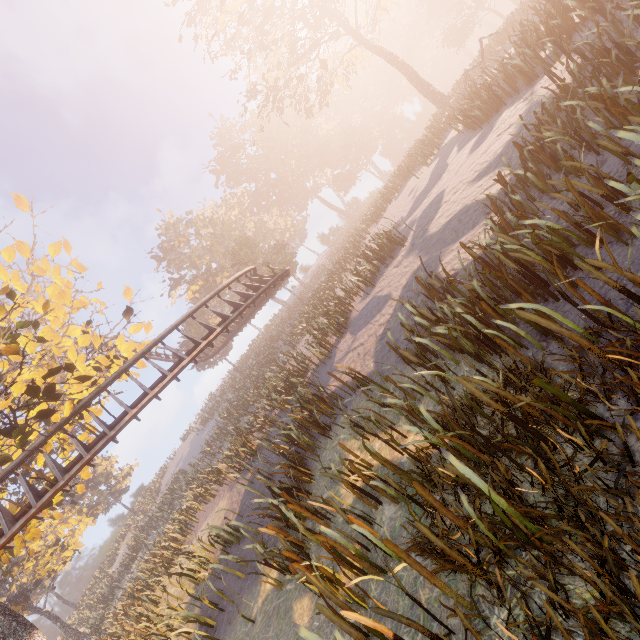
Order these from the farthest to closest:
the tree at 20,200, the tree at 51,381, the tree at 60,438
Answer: the tree at 60,438 → the tree at 20,200 → the tree at 51,381

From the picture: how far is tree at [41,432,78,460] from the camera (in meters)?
13.89

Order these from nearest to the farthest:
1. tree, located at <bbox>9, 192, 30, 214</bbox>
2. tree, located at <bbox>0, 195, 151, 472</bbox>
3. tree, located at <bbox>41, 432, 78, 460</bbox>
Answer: tree, located at <bbox>0, 195, 151, 472</bbox> < tree, located at <bbox>9, 192, 30, 214</bbox> < tree, located at <bbox>41, 432, 78, 460</bbox>

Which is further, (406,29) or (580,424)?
(406,29)

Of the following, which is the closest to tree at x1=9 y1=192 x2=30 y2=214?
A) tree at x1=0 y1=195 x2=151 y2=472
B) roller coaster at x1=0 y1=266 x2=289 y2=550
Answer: tree at x1=0 y1=195 x2=151 y2=472

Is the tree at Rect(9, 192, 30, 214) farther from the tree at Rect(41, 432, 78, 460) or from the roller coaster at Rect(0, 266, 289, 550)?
the roller coaster at Rect(0, 266, 289, 550)

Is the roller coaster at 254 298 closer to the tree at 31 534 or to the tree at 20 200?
the tree at 31 534

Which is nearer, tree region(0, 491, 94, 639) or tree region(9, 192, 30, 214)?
tree region(0, 491, 94, 639)
